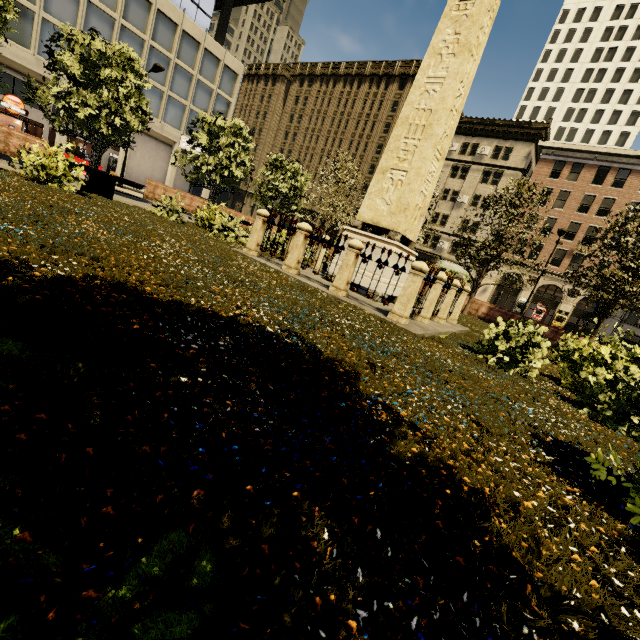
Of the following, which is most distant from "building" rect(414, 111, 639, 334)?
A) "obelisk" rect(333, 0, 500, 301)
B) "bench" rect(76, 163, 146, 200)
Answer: "obelisk" rect(333, 0, 500, 301)

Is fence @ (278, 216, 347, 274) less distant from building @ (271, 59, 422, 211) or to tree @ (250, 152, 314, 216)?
tree @ (250, 152, 314, 216)

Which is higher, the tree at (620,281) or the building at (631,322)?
the building at (631,322)

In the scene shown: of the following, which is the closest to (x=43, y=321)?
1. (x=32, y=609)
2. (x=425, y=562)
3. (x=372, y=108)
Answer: (x=32, y=609)

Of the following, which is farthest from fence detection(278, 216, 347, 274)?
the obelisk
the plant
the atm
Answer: the atm

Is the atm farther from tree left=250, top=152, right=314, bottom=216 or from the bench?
the bench

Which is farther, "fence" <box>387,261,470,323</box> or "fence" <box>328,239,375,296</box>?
"fence" <box>328,239,375,296</box>

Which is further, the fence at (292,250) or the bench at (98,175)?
the bench at (98,175)
